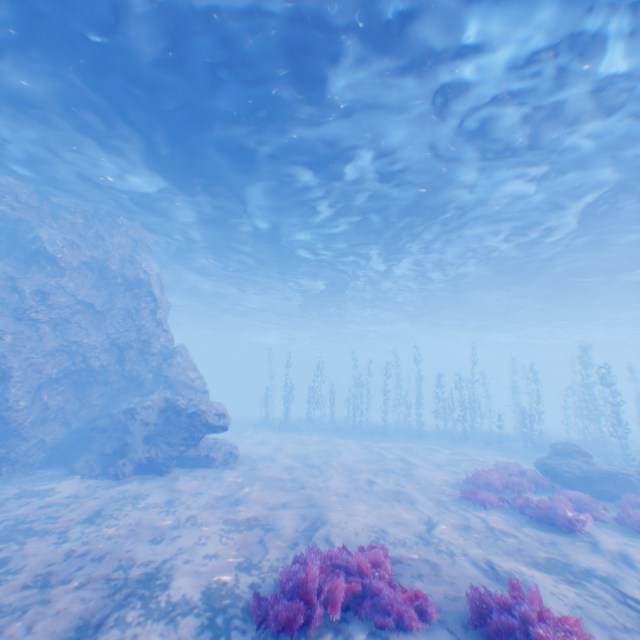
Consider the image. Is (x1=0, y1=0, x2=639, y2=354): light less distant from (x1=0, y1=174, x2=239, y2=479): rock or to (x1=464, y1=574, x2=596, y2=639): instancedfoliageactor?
(x1=0, y1=174, x2=239, y2=479): rock

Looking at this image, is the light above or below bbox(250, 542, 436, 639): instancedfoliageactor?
above

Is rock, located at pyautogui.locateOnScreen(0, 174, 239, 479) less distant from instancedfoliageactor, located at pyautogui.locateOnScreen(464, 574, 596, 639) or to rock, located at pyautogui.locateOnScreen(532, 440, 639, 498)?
instancedfoliageactor, located at pyautogui.locateOnScreen(464, 574, 596, 639)

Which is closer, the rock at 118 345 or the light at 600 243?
the light at 600 243

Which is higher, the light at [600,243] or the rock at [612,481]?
the light at [600,243]

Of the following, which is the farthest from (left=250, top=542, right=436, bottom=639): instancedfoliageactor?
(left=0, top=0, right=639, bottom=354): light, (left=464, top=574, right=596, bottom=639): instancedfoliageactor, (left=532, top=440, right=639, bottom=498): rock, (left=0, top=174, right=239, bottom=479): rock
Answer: (left=0, top=0, right=639, bottom=354): light

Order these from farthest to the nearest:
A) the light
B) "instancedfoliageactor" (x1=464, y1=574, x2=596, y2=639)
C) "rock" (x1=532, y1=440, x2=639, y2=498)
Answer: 1. "rock" (x1=532, y1=440, x2=639, y2=498)
2. the light
3. "instancedfoliageactor" (x1=464, y1=574, x2=596, y2=639)

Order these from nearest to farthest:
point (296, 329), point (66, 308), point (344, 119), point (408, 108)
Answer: point (408, 108) < point (344, 119) < point (66, 308) < point (296, 329)
